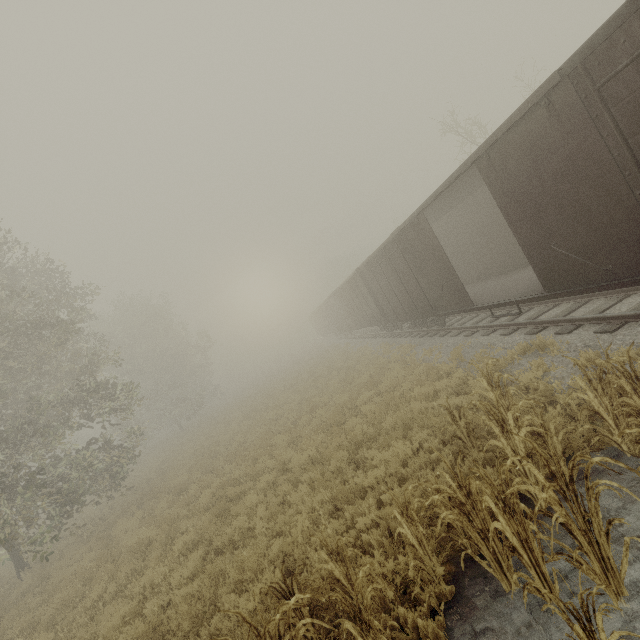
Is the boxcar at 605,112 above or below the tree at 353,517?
above

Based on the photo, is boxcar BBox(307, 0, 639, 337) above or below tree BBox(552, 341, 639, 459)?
above

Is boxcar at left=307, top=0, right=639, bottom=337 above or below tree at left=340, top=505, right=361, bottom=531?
above

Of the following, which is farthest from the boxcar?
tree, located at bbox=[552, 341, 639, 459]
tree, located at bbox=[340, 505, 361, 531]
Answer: tree, located at bbox=[340, 505, 361, 531]

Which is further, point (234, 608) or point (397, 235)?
point (397, 235)

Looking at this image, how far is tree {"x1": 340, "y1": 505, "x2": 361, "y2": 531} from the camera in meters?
5.9

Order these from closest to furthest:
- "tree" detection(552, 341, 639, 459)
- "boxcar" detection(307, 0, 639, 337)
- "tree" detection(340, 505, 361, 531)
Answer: "tree" detection(552, 341, 639, 459) < "boxcar" detection(307, 0, 639, 337) < "tree" detection(340, 505, 361, 531)

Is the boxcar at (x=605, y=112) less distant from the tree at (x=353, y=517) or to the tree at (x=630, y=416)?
the tree at (x=630, y=416)
